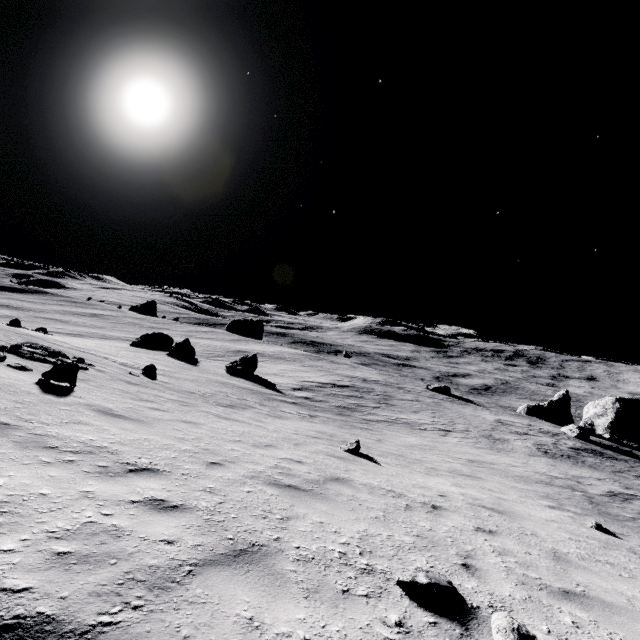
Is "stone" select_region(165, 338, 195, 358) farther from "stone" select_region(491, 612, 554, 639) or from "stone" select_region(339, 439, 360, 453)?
"stone" select_region(491, 612, 554, 639)

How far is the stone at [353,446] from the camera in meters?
10.8

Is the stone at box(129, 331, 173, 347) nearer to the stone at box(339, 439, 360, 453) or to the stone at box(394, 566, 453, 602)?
the stone at box(339, 439, 360, 453)

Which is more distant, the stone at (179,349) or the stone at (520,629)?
the stone at (179,349)

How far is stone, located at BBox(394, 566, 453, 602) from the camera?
3.19m

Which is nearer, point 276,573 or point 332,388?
point 276,573

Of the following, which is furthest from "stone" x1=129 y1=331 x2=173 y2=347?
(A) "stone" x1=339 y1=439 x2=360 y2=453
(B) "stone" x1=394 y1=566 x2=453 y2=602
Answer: (B) "stone" x1=394 y1=566 x2=453 y2=602

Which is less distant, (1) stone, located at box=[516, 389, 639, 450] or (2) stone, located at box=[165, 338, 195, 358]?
(2) stone, located at box=[165, 338, 195, 358]
